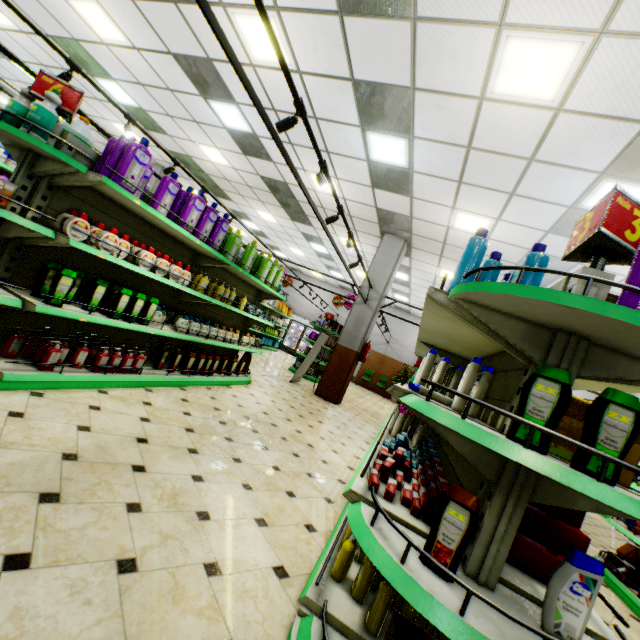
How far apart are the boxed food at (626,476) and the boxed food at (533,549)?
0.2 meters

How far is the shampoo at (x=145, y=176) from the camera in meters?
2.9

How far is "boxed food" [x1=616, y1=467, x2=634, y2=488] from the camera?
1.5 meters

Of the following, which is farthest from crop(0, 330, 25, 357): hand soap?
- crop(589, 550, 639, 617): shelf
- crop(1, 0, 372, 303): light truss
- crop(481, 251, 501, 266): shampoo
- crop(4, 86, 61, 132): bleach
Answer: crop(589, 550, 639, 617): shelf

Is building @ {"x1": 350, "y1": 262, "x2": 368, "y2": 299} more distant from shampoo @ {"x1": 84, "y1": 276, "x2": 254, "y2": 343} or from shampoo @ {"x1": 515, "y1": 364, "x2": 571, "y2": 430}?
shampoo @ {"x1": 515, "y1": 364, "x2": 571, "y2": 430}

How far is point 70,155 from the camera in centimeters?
288cm

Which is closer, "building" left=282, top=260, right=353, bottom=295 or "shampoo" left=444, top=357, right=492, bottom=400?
"shampoo" left=444, top=357, right=492, bottom=400

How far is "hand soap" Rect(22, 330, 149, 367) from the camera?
2.92m
